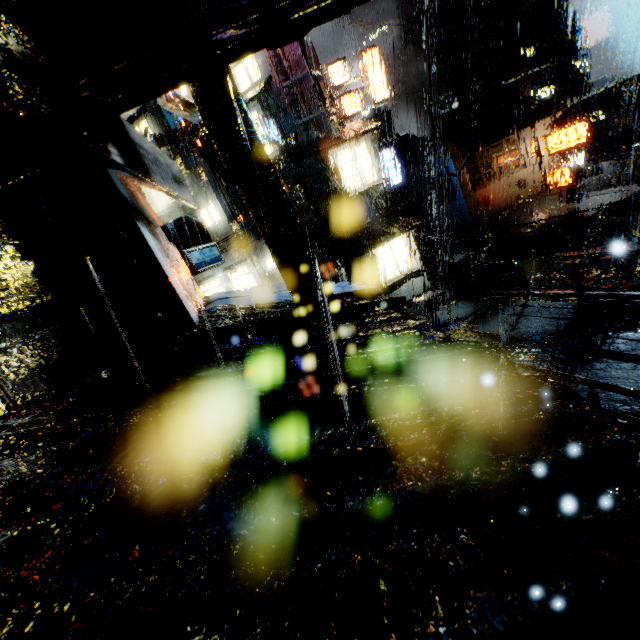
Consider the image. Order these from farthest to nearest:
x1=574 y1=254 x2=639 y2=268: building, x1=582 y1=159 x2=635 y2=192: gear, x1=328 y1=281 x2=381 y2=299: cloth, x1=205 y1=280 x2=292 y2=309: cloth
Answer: x1=582 y1=159 x2=635 y2=192: gear
x1=574 y1=254 x2=639 y2=268: building
x1=328 y1=281 x2=381 y2=299: cloth
x1=205 y1=280 x2=292 y2=309: cloth

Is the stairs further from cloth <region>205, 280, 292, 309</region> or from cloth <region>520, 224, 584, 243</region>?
cloth <region>205, 280, 292, 309</region>

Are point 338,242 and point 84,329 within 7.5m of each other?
no

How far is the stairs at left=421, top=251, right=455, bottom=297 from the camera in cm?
3316

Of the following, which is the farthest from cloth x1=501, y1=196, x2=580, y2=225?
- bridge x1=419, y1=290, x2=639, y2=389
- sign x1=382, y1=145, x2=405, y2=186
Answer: bridge x1=419, y1=290, x2=639, y2=389

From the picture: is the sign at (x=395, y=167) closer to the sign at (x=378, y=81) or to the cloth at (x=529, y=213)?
the sign at (x=378, y=81)

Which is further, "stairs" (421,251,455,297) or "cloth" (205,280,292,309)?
"stairs" (421,251,455,297)

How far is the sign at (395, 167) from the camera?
24.5m
